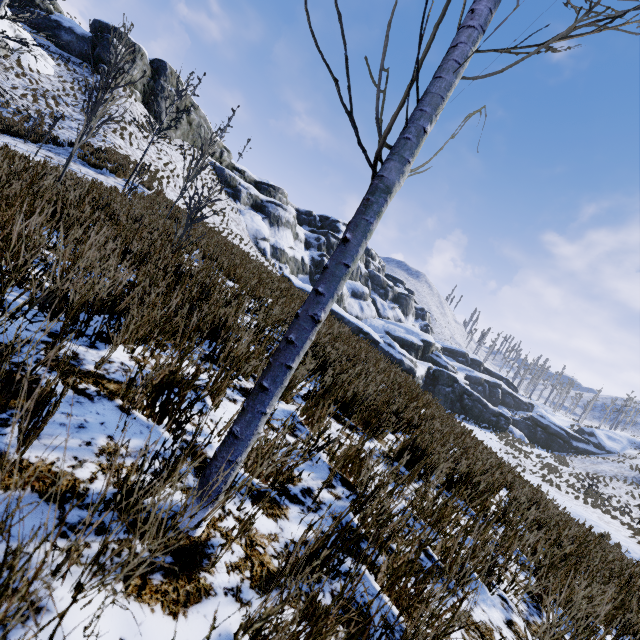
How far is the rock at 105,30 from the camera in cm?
2766

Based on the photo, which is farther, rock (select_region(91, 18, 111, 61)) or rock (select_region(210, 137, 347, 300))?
rock (select_region(210, 137, 347, 300))

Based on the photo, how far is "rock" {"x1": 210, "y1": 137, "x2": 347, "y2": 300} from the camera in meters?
37.0

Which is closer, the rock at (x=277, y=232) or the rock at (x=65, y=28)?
the rock at (x=65, y=28)

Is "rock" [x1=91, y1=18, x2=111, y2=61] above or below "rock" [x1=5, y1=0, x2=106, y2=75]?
above

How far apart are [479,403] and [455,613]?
45.5 meters

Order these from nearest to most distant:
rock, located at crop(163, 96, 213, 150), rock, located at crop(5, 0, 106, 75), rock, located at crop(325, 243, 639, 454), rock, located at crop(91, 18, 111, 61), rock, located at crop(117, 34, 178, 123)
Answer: rock, located at crop(5, 0, 106, 75)
rock, located at crop(91, 18, 111, 61)
rock, located at crop(117, 34, 178, 123)
rock, located at crop(325, 243, 639, 454)
rock, located at crop(163, 96, 213, 150)
